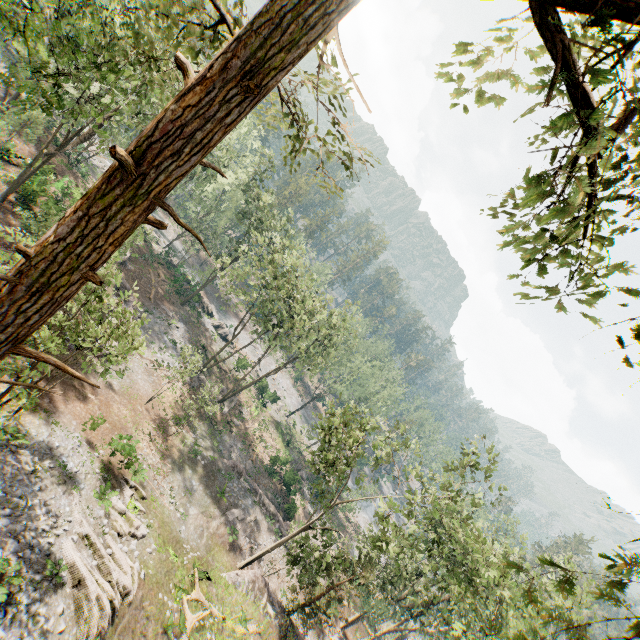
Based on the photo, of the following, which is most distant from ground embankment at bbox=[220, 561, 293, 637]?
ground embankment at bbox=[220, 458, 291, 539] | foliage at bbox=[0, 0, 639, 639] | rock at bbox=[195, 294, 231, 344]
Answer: rock at bbox=[195, 294, 231, 344]

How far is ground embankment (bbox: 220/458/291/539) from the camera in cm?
3222

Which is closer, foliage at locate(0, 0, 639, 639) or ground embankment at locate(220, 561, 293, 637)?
foliage at locate(0, 0, 639, 639)

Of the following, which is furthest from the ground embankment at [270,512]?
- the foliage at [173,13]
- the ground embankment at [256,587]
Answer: the ground embankment at [256,587]

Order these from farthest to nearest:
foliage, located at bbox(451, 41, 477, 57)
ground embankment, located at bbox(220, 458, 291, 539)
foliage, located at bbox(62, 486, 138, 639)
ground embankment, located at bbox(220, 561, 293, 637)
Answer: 1. ground embankment, located at bbox(220, 458, 291, 539)
2. ground embankment, located at bbox(220, 561, 293, 637)
3. foliage, located at bbox(62, 486, 138, 639)
4. foliage, located at bbox(451, 41, 477, 57)

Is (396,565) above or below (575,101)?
below

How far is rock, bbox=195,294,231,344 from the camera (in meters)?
50.15

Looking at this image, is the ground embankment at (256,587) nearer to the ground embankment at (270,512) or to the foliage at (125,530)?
the foliage at (125,530)
